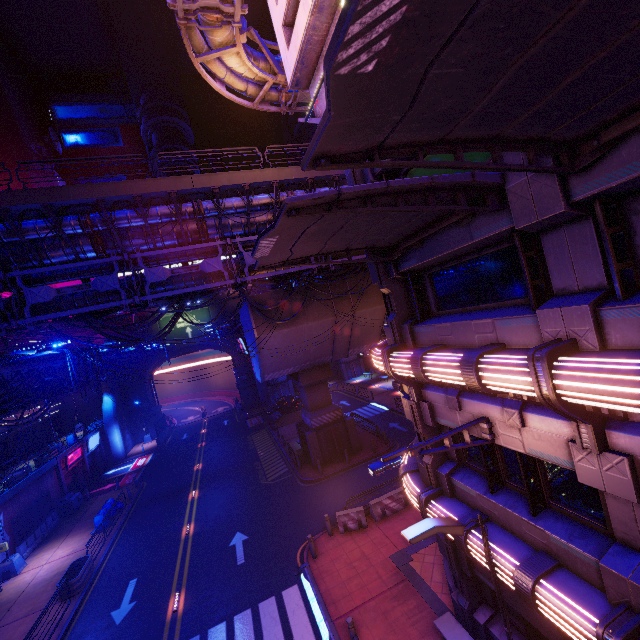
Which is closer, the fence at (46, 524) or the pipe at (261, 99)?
the pipe at (261, 99)

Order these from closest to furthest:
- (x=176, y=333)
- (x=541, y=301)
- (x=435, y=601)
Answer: (x=541, y=301) → (x=435, y=601) → (x=176, y=333)

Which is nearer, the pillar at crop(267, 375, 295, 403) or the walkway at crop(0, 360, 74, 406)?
the walkway at crop(0, 360, 74, 406)

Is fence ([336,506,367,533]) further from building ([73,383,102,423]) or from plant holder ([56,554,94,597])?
building ([73,383,102,423])

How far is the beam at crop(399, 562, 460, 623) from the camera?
11.20m

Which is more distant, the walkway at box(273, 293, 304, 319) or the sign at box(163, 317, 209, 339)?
the sign at box(163, 317, 209, 339)

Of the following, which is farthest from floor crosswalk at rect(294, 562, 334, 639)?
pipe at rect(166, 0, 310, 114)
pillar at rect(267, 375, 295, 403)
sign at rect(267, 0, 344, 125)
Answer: pillar at rect(267, 375, 295, 403)

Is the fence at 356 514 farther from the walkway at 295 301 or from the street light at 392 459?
the street light at 392 459
